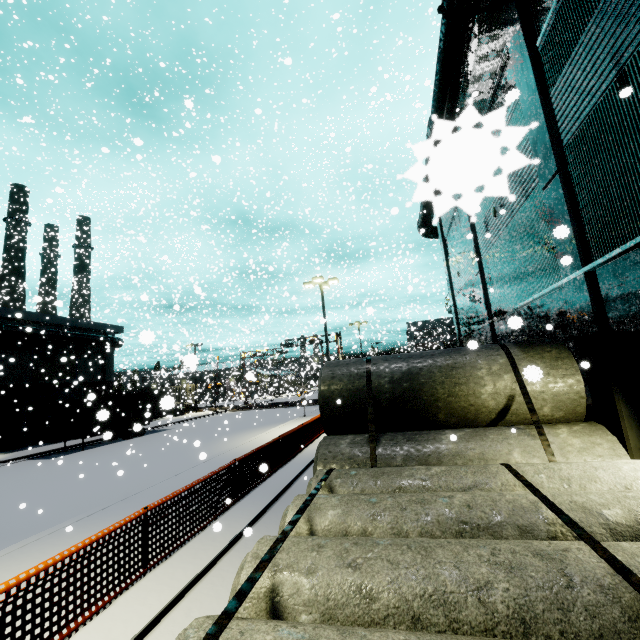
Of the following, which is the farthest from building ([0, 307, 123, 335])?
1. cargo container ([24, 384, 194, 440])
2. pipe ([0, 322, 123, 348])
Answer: cargo container ([24, 384, 194, 440])

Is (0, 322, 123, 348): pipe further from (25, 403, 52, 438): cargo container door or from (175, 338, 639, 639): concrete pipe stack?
(175, 338, 639, 639): concrete pipe stack

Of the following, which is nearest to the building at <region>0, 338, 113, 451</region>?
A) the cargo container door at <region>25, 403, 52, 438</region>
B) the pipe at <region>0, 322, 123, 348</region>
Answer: the pipe at <region>0, 322, 123, 348</region>

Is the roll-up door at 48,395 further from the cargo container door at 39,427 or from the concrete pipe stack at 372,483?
the concrete pipe stack at 372,483

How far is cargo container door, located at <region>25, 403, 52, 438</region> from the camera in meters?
20.7 m

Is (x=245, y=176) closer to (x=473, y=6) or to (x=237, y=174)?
(x=237, y=174)

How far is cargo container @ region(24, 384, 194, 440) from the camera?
20.54m

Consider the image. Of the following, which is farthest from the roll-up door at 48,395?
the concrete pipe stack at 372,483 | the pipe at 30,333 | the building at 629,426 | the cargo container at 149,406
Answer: the concrete pipe stack at 372,483
